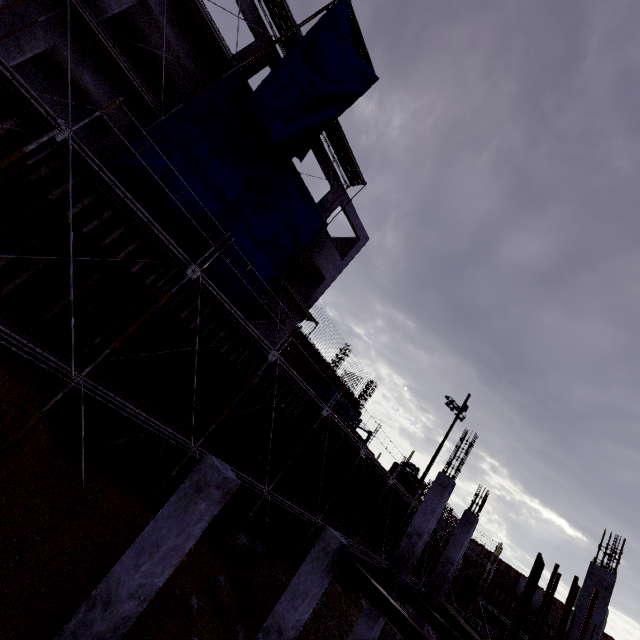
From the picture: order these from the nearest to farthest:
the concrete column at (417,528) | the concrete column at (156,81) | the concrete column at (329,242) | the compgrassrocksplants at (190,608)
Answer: the compgrassrocksplants at (190,608) → the concrete column at (417,528) → the concrete column at (156,81) → the concrete column at (329,242)

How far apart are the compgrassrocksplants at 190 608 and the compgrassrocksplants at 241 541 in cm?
420

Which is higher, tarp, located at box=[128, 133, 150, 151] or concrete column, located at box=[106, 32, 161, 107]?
concrete column, located at box=[106, 32, 161, 107]

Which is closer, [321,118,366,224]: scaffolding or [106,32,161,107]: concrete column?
[106,32,161,107]: concrete column

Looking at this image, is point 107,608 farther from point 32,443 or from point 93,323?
point 93,323

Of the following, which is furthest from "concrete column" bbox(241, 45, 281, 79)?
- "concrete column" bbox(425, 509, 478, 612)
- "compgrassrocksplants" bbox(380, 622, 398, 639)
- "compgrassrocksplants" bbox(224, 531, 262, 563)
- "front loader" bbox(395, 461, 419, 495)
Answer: "front loader" bbox(395, 461, 419, 495)

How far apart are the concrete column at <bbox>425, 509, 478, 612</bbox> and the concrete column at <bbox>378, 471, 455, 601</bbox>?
4.3 meters

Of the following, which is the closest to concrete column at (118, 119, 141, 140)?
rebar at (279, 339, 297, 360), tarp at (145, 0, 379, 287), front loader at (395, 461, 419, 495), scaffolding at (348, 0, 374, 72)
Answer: rebar at (279, 339, 297, 360)
